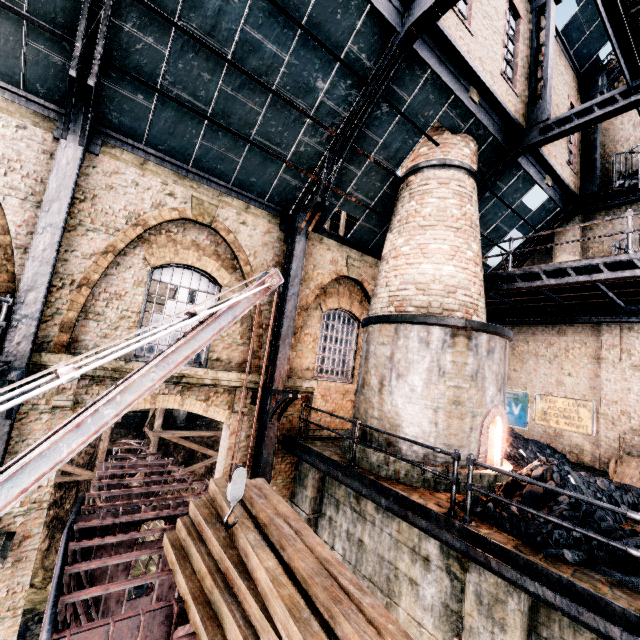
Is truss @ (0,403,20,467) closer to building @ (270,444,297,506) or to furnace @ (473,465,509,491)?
building @ (270,444,297,506)

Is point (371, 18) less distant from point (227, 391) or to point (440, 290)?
point (440, 290)

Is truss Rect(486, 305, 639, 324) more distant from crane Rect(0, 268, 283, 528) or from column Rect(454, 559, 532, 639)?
crane Rect(0, 268, 283, 528)

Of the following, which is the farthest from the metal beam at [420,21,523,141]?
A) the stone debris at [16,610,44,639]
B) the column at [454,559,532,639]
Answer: the stone debris at [16,610,44,639]

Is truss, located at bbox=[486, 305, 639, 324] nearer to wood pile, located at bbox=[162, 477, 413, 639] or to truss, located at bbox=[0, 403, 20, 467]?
wood pile, located at bbox=[162, 477, 413, 639]

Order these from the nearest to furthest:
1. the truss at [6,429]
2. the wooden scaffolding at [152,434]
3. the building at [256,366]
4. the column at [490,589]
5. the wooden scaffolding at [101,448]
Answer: the column at [490,589]
the truss at [6,429]
the building at [256,366]
the wooden scaffolding at [101,448]
the wooden scaffolding at [152,434]

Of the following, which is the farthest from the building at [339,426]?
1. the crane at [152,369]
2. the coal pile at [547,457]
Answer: the crane at [152,369]

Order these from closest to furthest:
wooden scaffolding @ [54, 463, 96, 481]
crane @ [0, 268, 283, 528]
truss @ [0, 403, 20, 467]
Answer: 1. crane @ [0, 268, 283, 528]
2. truss @ [0, 403, 20, 467]
3. wooden scaffolding @ [54, 463, 96, 481]
